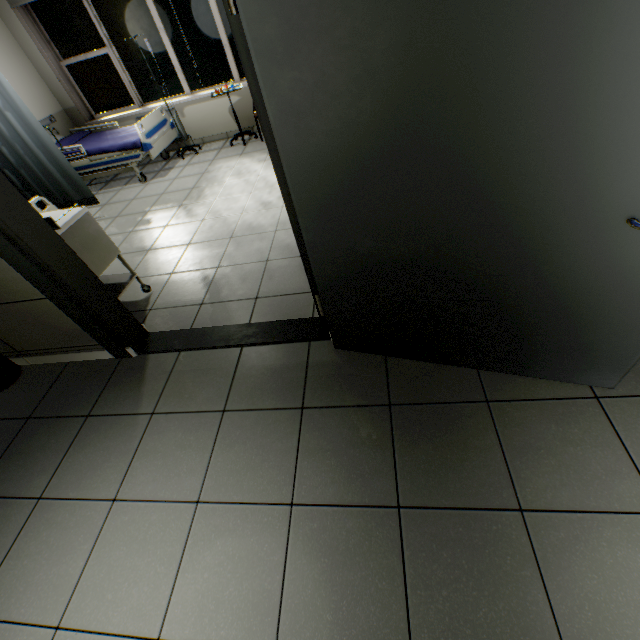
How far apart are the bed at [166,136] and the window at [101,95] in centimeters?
99cm

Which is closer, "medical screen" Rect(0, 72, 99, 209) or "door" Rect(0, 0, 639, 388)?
"door" Rect(0, 0, 639, 388)

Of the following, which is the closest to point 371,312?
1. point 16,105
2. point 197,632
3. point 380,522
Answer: point 380,522

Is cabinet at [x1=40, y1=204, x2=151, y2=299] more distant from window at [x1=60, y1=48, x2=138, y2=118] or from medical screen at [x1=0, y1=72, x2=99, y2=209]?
window at [x1=60, y1=48, x2=138, y2=118]

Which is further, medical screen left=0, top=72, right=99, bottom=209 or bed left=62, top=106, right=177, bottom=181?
bed left=62, top=106, right=177, bottom=181

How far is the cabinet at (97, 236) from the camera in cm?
230

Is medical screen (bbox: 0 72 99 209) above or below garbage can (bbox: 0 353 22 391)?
above

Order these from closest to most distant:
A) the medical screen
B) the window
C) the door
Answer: the door < the medical screen < the window
